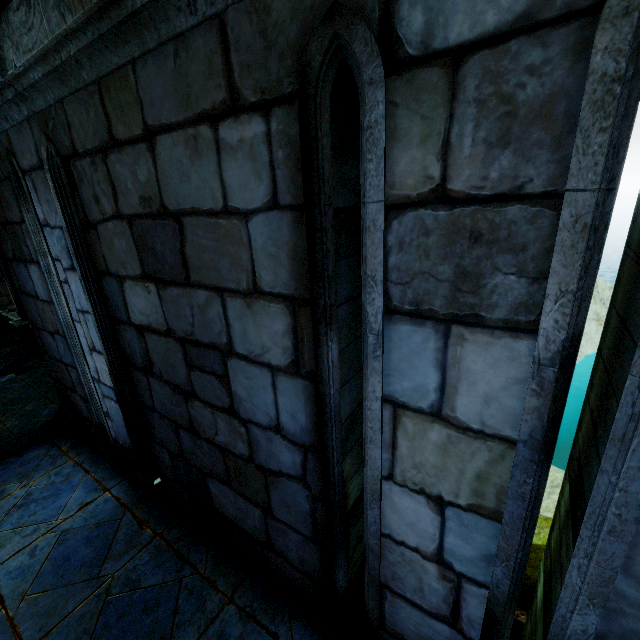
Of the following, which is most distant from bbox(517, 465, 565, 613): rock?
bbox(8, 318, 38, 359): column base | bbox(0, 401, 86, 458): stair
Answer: bbox(8, 318, 38, 359): column base

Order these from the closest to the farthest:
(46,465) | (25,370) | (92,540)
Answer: (92,540) < (46,465) < (25,370)

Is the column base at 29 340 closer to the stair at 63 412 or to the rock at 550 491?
the stair at 63 412

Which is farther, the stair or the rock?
the rock

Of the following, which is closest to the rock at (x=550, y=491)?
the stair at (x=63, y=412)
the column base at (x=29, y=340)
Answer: the stair at (x=63, y=412)

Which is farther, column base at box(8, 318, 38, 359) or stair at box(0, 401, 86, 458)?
column base at box(8, 318, 38, 359)

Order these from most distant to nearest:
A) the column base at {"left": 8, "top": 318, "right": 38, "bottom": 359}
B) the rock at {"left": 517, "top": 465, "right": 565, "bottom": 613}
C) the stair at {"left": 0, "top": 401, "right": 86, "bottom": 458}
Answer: the column base at {"left": 8, "top": 318, "right": 38, "bottom": 359} → the rock at {"left": 517, "top": 465, "right": 565, "bottom": 613} → the stair at {"left": 0, "top": 401, "right": 86, "bottom": 458}
